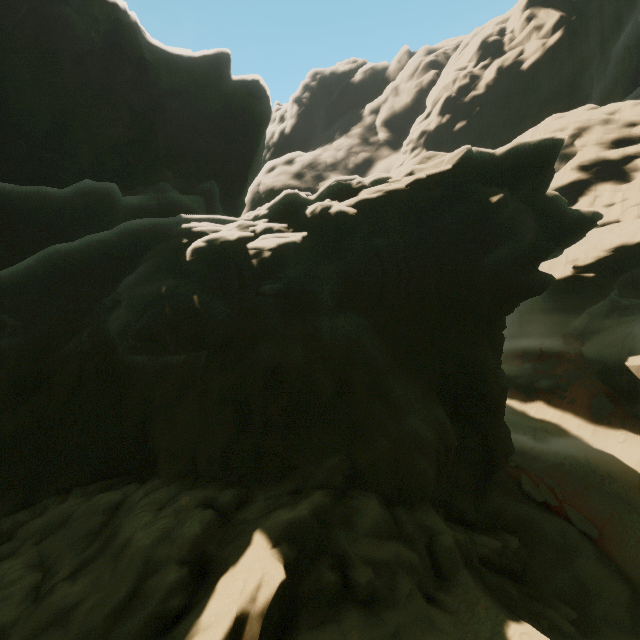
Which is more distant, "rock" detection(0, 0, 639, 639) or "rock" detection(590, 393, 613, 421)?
"rock" detection(590, 393, 613, 421)

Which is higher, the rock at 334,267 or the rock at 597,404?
the rock at 334,267

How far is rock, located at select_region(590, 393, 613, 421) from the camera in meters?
22.1 m

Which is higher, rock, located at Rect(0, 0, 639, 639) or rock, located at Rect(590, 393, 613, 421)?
rock, located at Rect(0, 0, 639, 639)

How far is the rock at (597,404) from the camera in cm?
2206

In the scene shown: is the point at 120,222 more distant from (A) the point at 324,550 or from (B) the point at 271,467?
(A) the point at 324,550
